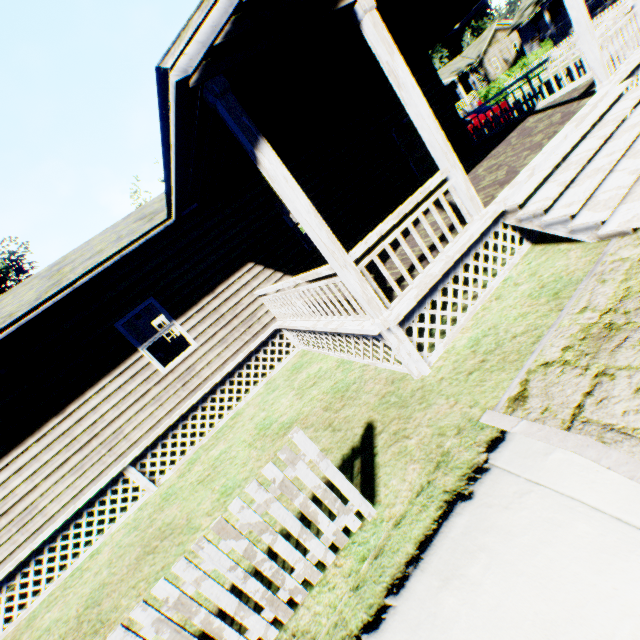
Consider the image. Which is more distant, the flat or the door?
the flat

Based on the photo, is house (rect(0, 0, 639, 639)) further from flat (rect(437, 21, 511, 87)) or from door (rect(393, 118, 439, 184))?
flat (rect(437, 21, 511, 87))

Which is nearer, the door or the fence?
the fence

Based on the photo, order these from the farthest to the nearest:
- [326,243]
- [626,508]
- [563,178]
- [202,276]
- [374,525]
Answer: [202,276]
[563,178]
[326,243]
[374,525]
[626,508]

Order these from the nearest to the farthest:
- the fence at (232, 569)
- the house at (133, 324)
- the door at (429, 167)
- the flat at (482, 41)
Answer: the fence at (232, 569) → the house at (133, 324) → the door at (429, 167) → the flat at (482, 41)

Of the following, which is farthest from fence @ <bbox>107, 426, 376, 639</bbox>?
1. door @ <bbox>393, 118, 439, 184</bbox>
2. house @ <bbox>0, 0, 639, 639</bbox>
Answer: door @ <bbox>393, 118, 439, 184</bbox>

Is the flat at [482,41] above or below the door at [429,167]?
above

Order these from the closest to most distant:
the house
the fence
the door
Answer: the fence → the house → the door
